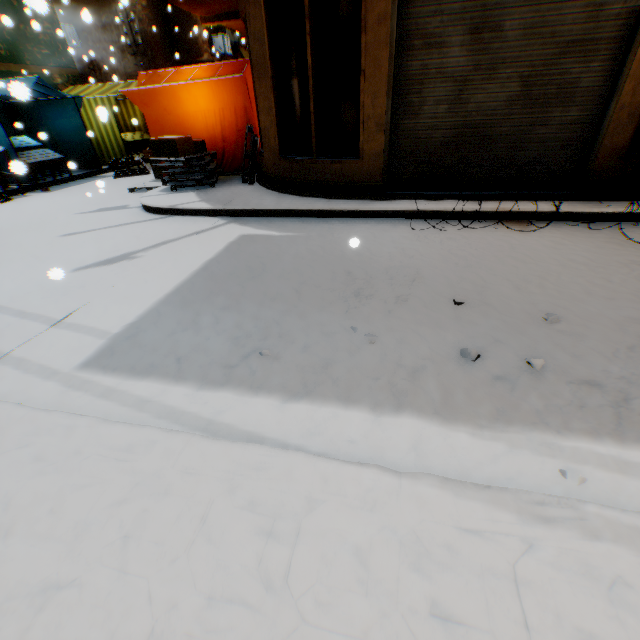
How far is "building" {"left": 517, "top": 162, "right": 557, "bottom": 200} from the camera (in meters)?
5.20

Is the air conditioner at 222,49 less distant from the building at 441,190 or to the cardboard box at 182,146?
the building at 441,190

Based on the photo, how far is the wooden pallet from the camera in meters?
7.1 m

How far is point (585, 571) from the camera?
1.19m

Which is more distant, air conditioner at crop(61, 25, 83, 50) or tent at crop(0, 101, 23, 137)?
air conditioner at crop(61, 25, 83, 50)

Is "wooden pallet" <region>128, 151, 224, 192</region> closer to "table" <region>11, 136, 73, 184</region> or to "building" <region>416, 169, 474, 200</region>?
"building" <region>416, 169, 474, 200</region>

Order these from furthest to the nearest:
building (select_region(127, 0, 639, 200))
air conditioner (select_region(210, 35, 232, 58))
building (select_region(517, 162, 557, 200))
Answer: air conditioner (select_region(210, 35, 232, 58)) < building (select_region(517, 162, 557, 200)) < building (select_region(127, 0, 639, 200))
